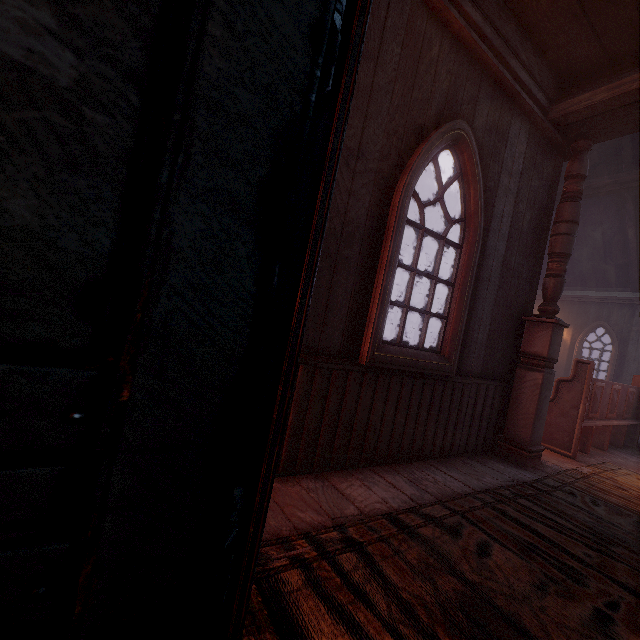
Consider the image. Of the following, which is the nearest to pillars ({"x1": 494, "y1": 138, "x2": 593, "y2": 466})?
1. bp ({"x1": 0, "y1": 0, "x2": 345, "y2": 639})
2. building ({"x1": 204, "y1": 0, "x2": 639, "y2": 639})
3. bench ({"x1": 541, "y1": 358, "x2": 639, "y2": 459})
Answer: building ({"x1": 204, "y1": 0, "x2": 639, "y2": 639})

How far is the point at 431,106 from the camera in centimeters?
269cm

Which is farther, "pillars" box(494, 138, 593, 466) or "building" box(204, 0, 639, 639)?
"pillars" box(494, 138, 593, 466)

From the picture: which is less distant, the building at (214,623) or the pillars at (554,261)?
the building at (214,623)

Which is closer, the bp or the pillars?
the bp

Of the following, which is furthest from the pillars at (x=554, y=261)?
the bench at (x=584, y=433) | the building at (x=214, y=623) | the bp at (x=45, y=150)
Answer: the bp at (x=45, y=150)

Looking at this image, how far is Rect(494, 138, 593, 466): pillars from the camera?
3.57m

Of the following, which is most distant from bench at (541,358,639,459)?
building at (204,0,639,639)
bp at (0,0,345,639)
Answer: bp at (0,0,345,639)
